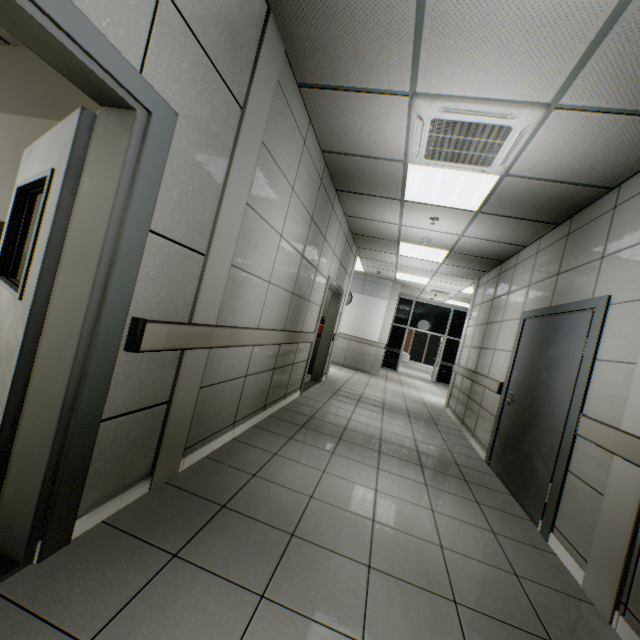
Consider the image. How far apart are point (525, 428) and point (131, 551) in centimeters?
385cm

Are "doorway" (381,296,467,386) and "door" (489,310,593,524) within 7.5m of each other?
no

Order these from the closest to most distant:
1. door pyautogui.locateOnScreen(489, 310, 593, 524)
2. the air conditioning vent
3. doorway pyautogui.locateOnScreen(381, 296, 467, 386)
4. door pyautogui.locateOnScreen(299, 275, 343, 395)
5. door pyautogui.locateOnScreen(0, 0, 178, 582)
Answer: door pyautogui.locateOnScreen(0, 0, 178, 582) → the air conditioning vent → door pyautogui.locateOnScreen(489, 310, 593, 524) → door pyautogui.locateOnScreen(299, 275, 343, 395) → doorway pyautogui.locateOnScreen(381, 296, 467, 386)

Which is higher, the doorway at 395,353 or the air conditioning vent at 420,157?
A: the air conditioning vent at 420,157

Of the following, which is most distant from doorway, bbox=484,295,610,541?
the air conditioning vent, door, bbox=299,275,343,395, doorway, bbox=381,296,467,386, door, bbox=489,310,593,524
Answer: doorway, bbox=381,296,467,386

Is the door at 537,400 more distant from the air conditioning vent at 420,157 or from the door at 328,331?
the door at 328,331

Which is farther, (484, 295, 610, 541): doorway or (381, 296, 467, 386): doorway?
(381, 296, 467, 386): doorway

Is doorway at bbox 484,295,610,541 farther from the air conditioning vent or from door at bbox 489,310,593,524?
the air conditioning vent
